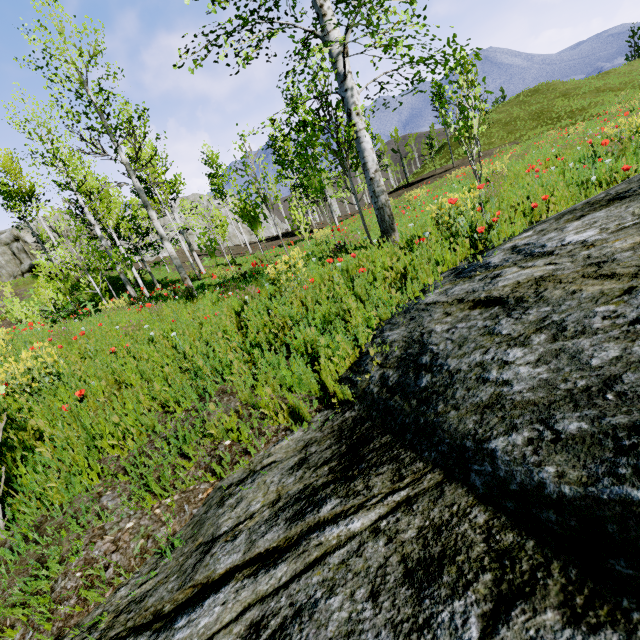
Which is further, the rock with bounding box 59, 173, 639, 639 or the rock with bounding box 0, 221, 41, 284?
the rock with bounding box 0, 221, 41, 284

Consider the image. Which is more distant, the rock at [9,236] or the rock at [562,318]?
the rock at [9,236]

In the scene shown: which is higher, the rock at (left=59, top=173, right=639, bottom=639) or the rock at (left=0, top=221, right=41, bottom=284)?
the rock at (left=0, top=221, right=41, bottom=284)

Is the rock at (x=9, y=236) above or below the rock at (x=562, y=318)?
above

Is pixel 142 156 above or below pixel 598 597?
above
